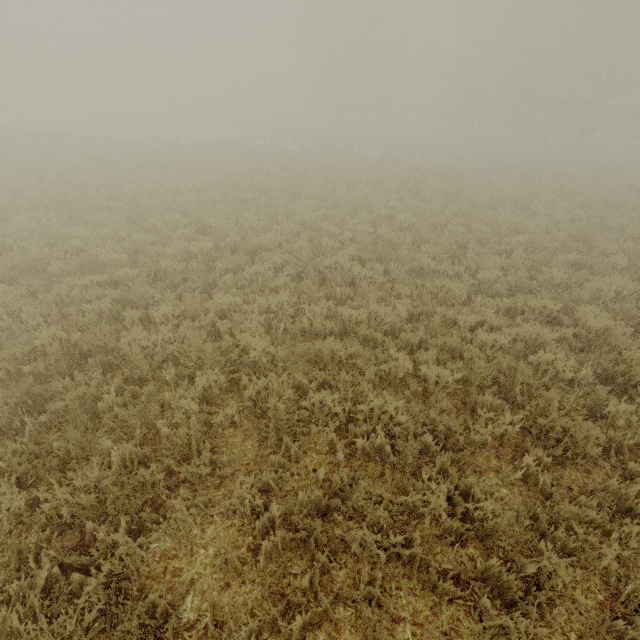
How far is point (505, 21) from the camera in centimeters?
2862cm
